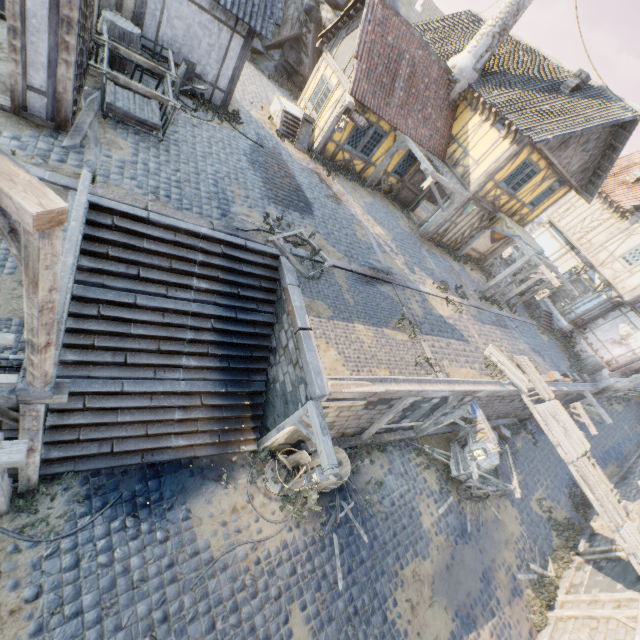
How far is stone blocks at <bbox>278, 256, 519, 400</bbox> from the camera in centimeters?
702cm

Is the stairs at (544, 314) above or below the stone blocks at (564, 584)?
above

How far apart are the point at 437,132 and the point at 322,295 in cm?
1246

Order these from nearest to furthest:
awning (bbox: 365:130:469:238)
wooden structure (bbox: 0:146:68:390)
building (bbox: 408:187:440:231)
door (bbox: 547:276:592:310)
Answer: wooden structure (bbox: 0:146:68:390) → awning (bbox: 365:130:469:238) → building (bbox: 408:187:440:231) → door (bbox: 547:276:592:310)

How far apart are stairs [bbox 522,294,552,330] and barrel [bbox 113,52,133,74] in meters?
22.8

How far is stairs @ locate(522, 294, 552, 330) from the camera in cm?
1998

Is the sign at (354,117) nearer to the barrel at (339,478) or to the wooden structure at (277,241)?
the wooden structure at (277,241)

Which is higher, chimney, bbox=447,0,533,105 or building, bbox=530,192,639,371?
chimney, bbox=447,0,533,105
